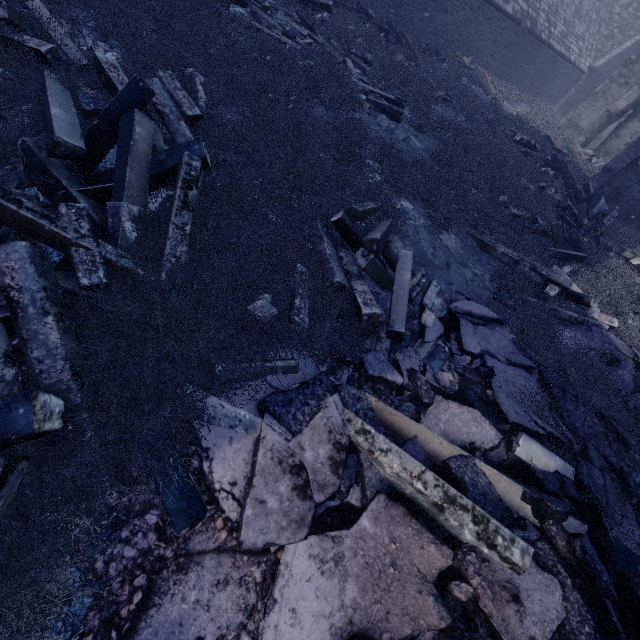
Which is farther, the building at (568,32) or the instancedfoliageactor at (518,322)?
the building at (568,32)

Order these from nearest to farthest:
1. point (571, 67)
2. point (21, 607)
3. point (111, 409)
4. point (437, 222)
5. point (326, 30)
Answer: point (21, 607), point (111, 409), point (437, 222), point (326, 30), point (571, 67)

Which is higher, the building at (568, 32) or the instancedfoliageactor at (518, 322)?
the building at (568, 32)

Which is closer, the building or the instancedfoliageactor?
the instancedfoliageactor

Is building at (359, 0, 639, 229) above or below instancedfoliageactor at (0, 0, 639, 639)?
above
